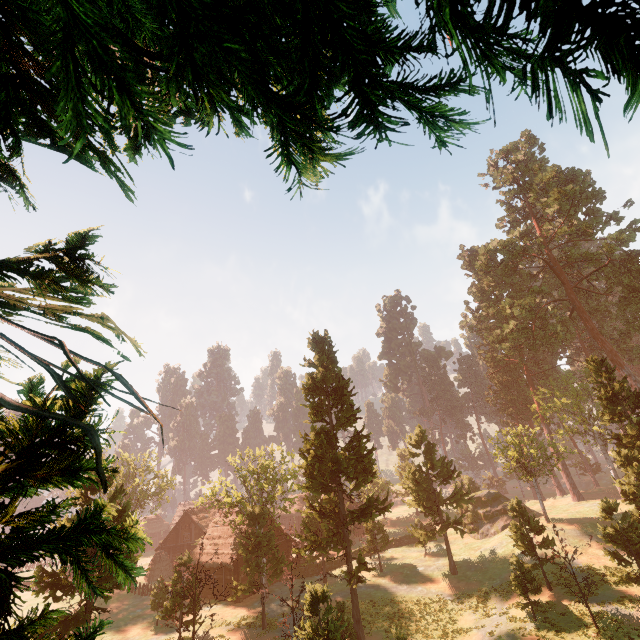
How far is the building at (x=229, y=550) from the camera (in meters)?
33.50

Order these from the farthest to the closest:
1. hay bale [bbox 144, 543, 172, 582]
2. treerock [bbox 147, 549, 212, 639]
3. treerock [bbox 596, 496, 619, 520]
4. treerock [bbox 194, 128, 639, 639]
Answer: hay bale [bbox 144, 543, 172, 582] < treerock [bbox 194, 128, 639, 639] < treerock [bbox 596, 496, 619, 520] < treerock [bbox 147, 549, 212, 639]

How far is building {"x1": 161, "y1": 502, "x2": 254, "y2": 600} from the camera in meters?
33.5

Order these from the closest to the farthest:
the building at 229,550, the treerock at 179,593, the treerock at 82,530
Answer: the treerock at 82,530 < the treerock at 179,593 < the building at 229,550

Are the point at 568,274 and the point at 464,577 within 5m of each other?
no

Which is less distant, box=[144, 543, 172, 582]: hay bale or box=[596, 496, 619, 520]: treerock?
box=[596, 496, 619, 520]: treerock

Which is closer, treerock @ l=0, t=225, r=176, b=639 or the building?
treerock @ l=0, t=225, r=176, b=639

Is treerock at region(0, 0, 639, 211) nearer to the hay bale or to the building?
the building
